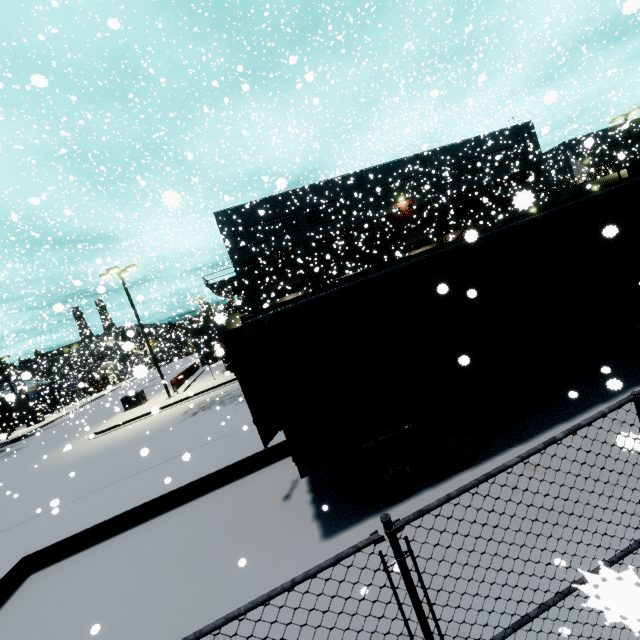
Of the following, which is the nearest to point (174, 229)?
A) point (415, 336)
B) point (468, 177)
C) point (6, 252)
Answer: point (6, 252)

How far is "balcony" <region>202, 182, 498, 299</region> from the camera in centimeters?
2992cm

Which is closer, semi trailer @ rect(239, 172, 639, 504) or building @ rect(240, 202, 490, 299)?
semi trailer @ rect(239, 172, 639, 504)

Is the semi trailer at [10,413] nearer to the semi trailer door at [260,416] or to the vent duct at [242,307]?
the semi trailer door at [260,416]

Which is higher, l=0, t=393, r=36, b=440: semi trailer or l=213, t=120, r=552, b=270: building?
l=213, t=120, r=552, b=270: building

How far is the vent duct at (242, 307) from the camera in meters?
32.3

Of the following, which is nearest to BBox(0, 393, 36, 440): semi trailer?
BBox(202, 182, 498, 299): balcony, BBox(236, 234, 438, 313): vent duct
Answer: BBox(236, 234, 438, 313): vent duct

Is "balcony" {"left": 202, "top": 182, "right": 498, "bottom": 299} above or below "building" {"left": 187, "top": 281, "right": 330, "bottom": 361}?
above
